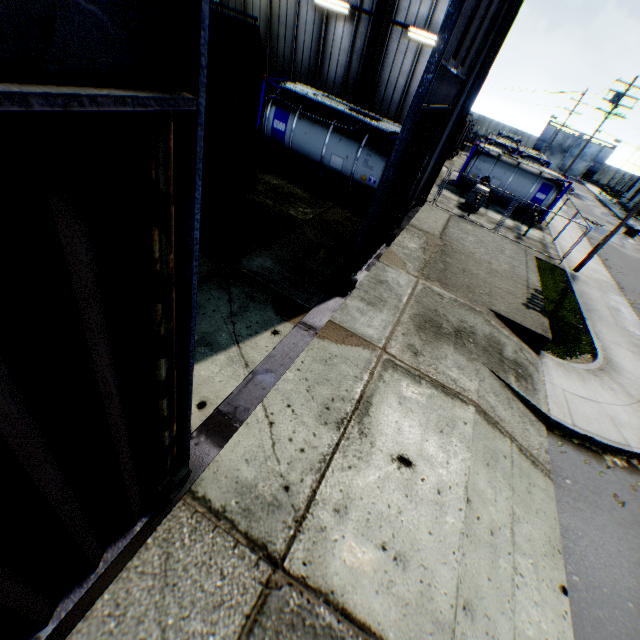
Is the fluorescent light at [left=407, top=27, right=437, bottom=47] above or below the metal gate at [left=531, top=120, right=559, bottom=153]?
above

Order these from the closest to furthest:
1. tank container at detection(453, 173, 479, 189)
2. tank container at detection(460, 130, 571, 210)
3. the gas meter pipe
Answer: the gas meter pipe, tank container at detection(460, 130, 571, 210), tank container at detection(453, 173, 479, 189)

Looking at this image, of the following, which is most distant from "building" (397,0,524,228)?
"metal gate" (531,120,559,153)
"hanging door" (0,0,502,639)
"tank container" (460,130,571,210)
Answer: "metal gate" (531,120,559,153)

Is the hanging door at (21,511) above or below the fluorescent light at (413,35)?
below

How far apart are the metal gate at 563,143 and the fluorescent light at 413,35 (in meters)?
60.46

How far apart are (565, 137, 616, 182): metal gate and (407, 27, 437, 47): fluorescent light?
60.46m

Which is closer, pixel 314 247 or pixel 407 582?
pixel 407 582
